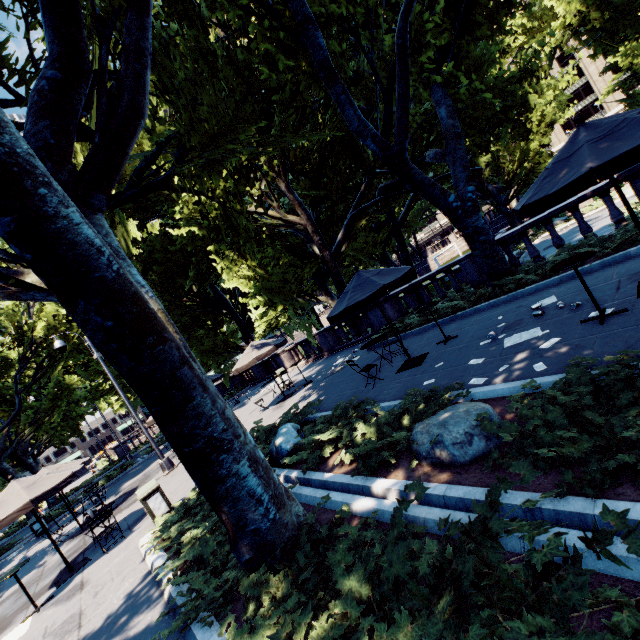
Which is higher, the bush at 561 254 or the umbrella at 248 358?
the umbrella at 248 358

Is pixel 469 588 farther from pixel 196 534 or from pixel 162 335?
pixel 196 534

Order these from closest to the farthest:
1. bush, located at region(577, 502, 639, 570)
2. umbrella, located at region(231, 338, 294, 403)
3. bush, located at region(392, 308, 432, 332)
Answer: bush, located at region(577, 502, 639, 570)
bush, located at region(392, 308, 432, 332)
umbrella, located at region(231, 338, 294, 403)

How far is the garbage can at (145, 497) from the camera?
8.40m

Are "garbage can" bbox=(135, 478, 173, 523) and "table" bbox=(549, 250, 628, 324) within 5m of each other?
no

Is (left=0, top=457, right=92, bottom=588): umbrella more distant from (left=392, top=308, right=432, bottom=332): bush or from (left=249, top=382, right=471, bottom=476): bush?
(left=392, top=308, right=432, bottom=332): bush

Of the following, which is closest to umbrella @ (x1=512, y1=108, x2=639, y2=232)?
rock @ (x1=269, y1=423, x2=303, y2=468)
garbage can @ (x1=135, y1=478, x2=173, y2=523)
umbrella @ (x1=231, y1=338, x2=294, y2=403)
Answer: rock @ (x1=269, y1=423, x2=303, y2=468)

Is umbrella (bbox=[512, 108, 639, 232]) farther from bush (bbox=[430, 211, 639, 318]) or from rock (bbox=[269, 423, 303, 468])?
rock (bbox=[269, 423, 303, 468])
